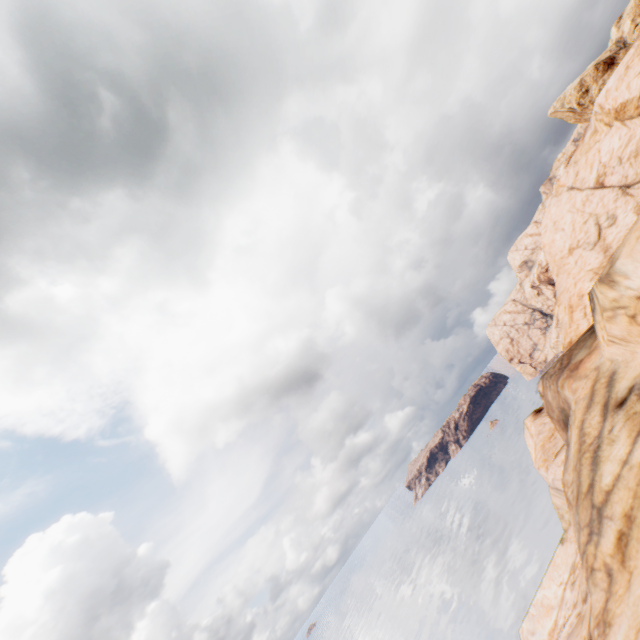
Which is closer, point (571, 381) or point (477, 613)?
point (571, 381)
